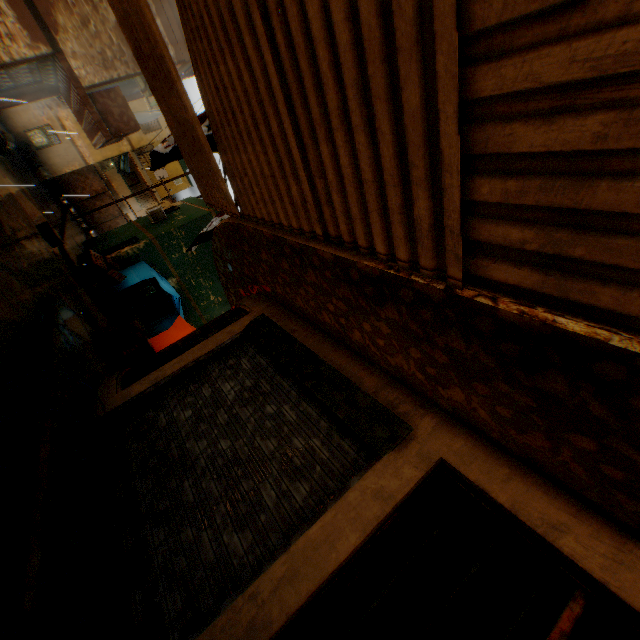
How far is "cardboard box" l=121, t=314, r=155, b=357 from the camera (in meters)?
8.36

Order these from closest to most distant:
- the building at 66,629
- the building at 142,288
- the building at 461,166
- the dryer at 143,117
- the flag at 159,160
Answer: the building at 461,166
the building at 66,629
the flag at 159,160
the dryer at 143,117
the building at 142,288

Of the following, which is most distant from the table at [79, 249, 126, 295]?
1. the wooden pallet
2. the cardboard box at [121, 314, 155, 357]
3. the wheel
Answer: the wheel

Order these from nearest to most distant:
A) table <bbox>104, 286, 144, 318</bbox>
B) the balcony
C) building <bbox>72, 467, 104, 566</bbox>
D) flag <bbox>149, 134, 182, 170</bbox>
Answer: building <bbox>72, 467, 104, 566</bbox> < flag <bbox>149, 134, 182, 170</bbox> < the balcony < table <bbox>104, 286, 144, 318</bbox>

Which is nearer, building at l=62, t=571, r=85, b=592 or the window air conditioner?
building at l=62, t=571, r=85, b=592

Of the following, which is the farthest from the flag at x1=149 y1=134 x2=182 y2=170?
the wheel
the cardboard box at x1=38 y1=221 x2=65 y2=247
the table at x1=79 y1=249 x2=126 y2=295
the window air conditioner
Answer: the window air conditioner

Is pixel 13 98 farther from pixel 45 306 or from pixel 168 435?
pixel 168 435

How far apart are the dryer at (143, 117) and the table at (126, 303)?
0.4m
